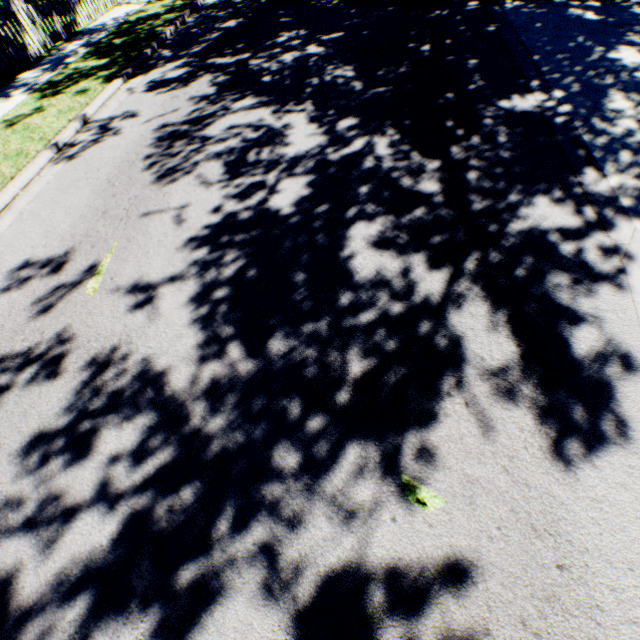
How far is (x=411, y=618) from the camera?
2.13m
